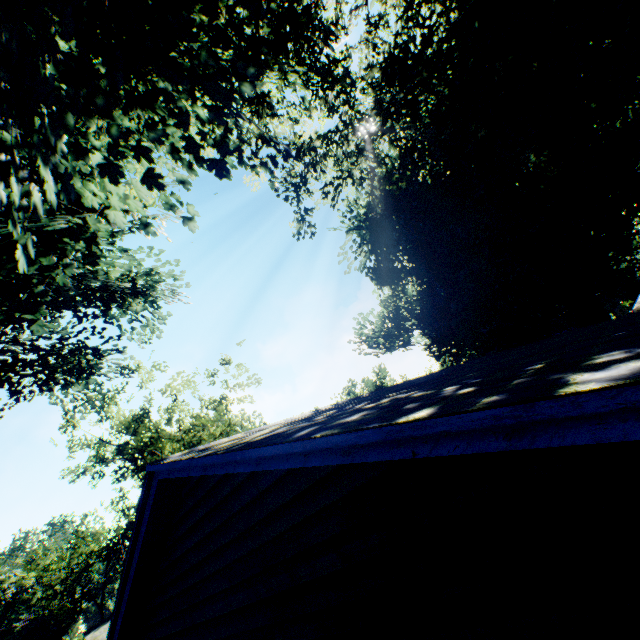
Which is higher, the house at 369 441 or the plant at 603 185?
the plant at 603 185

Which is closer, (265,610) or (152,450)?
(265,610)

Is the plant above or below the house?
above

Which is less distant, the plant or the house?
the house

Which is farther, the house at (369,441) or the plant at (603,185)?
the plant at (603,185)
